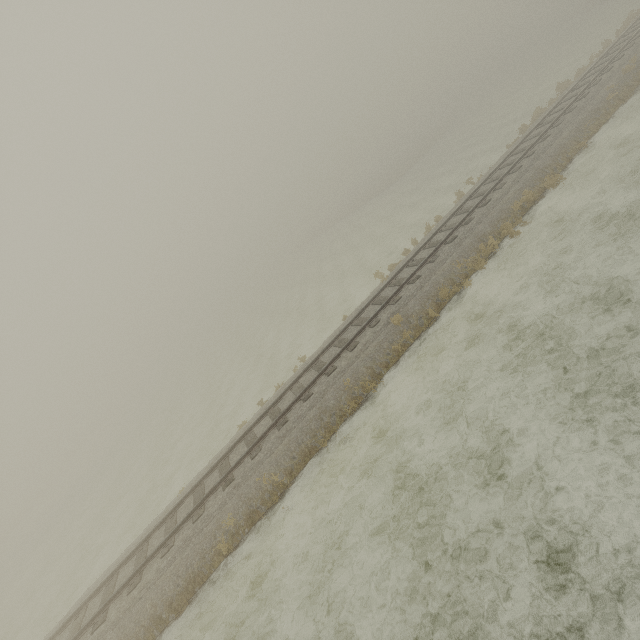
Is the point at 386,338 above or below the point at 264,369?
above
